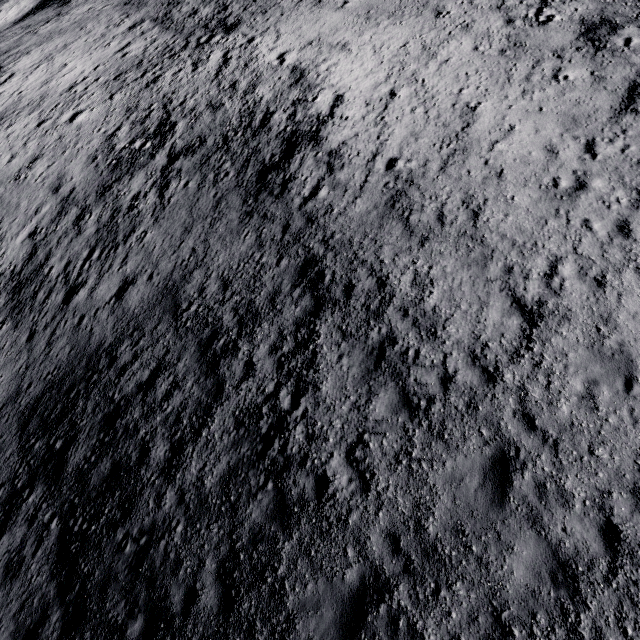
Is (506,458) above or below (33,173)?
above
